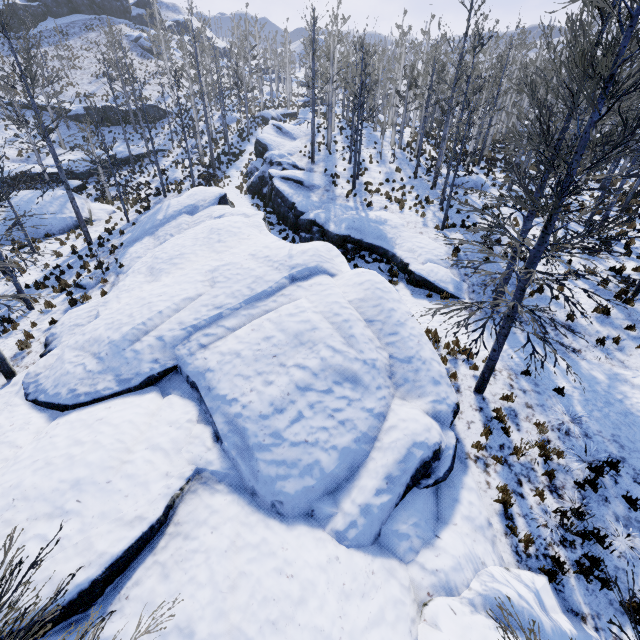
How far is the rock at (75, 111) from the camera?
36.8 meters

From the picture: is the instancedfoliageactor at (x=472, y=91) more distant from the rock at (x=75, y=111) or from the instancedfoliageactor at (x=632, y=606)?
the rock at (x=75, y=111)

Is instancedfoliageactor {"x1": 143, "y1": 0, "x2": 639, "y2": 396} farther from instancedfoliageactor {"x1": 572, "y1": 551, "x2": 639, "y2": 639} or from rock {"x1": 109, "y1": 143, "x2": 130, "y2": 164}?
rock {"x1": 109, "y1": 143, "x2": 130, "y2": 164}

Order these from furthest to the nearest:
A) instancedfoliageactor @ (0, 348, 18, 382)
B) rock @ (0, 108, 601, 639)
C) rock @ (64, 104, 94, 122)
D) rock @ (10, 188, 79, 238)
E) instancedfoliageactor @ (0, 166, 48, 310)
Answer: rock @ (64, 104, 94, 122) → rock @ (10, 188, 79, 238) → instancedfoliageactor @ (0, 348, 18, 382) → instancedfoliageactor @ (0, 166, 48, 310) → rock @ (0, 108, 601, 639)

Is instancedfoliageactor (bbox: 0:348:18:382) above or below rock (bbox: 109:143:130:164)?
below

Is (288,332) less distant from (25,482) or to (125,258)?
(25,482)

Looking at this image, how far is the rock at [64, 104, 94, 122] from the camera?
36.81m

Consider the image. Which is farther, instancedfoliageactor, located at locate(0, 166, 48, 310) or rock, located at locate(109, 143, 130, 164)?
rock, located at locate(109, 143, 130, 164)
